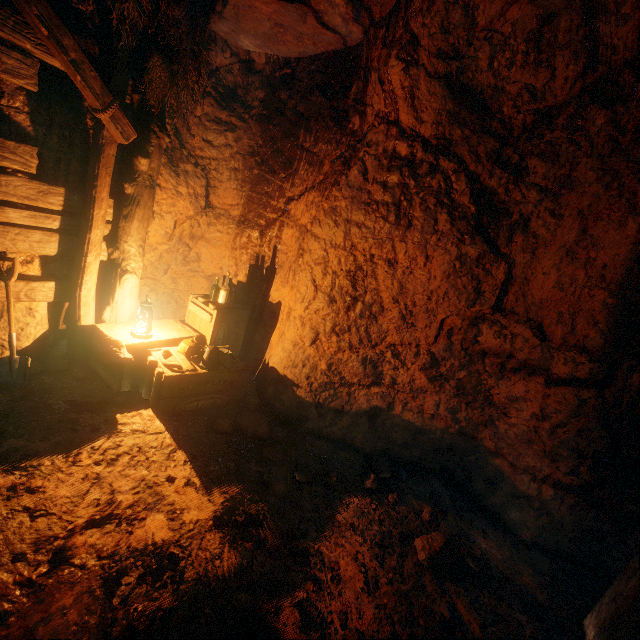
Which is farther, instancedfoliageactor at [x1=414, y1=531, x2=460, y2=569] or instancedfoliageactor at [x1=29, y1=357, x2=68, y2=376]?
instancedfoliageactor at [x1=29, y1=357, x2=68, y2=376]

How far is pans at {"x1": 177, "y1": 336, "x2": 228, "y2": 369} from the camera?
3.76m

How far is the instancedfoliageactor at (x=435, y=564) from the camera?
2.9 meters

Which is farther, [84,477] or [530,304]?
[530,304]

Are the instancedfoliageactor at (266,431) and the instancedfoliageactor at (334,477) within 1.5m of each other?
yes

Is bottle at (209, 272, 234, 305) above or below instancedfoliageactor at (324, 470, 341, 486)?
above

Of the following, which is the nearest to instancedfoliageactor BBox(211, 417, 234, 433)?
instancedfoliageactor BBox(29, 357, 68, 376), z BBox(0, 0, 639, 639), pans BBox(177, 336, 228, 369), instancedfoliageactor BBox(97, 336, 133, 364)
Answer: z BBox(0, 0, 639, 639)

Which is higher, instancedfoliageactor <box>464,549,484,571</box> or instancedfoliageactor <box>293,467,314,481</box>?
instancedfoliageactor <box>293,467,314,481</box>
